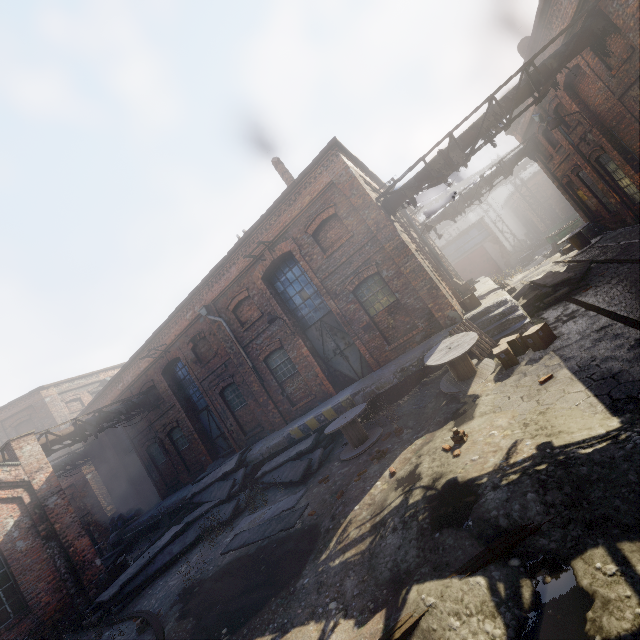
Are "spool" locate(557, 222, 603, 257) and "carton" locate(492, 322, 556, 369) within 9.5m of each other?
no

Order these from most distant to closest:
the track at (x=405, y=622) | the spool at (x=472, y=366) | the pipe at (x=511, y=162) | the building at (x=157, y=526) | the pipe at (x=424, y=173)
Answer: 1. the pipe at (x=511, y=162)
2. the building at (x=157, y=526)
3. the pipe at (x=424, y=173)
4. the spool at (x=472, y=366)
5. the track at (x=405, y=622)

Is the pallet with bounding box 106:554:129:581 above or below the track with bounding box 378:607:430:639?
above

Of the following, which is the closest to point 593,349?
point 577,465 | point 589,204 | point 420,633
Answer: point 577,465

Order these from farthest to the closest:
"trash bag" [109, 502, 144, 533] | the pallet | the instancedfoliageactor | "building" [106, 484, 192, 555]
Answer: "trash bag" [109, 502, 144, 533] → "building" [106, 484, 192, 555] → the pallet → the instancedfoliageactor

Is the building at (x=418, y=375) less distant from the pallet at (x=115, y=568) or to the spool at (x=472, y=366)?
the spool at (x=472, y=366)

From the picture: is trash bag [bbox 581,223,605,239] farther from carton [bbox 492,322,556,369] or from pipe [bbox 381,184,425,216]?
carton [bbox 492,322,556,369]

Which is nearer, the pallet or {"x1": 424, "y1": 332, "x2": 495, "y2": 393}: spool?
{"x1": 424, "y1": 332, "x2": 495, "y2": 393}: spool
